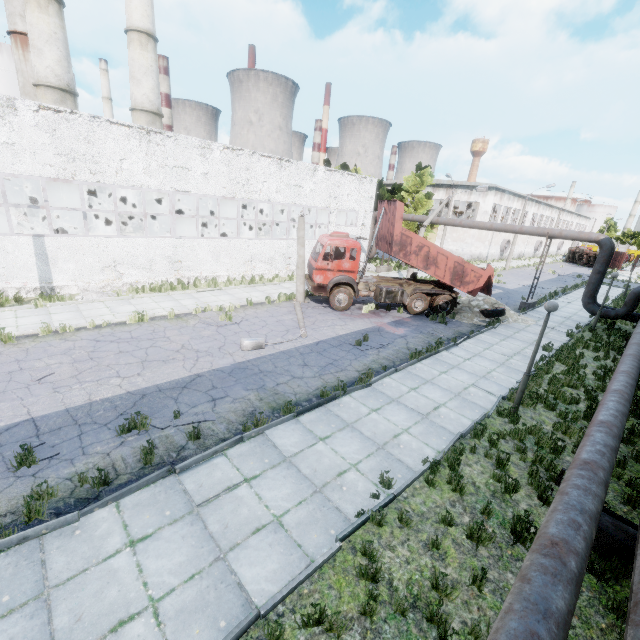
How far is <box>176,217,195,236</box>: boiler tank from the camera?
25.0m

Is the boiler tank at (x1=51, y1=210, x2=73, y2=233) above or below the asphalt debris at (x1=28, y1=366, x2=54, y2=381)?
above

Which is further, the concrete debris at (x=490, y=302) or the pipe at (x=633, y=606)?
the concrete debris at (x=490, y=302)

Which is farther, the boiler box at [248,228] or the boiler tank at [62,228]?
the boiler box at [248,228]

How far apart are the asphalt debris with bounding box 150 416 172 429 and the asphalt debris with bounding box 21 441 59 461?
1.57m

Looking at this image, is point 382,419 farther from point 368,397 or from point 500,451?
point 500,451

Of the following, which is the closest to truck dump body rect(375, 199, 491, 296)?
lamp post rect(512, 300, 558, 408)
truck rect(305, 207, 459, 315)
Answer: truck rect(305, 207, 459, 315)

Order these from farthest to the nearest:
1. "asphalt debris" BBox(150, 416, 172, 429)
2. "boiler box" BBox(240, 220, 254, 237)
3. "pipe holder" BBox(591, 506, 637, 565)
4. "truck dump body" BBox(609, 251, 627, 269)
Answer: "truck dump body" BBox(609, 251, 627, 269) → "boiler box" BBox(240, 220, 254, 237) → "asphalt debris" BBox(150, 416, 172, 429) → "pipe holder" BBox(591, 506, 637, 565)
